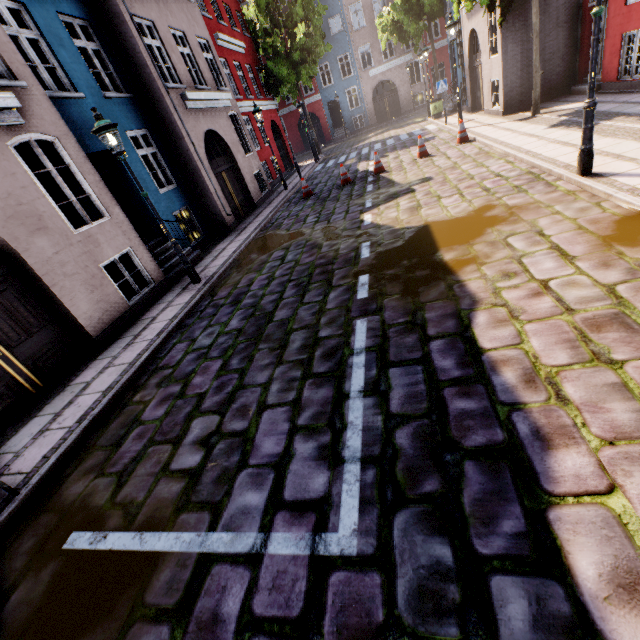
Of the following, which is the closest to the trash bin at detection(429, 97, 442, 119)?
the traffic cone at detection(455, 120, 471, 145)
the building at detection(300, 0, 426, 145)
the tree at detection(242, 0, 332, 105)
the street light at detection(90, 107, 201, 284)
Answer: the building at detection(300, 0, 426, 145)

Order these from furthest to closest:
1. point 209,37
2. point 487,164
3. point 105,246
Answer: point 209,37 < point 487,164 < point 105,246

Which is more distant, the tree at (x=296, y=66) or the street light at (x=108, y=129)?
the tree at (x=296, y=66)

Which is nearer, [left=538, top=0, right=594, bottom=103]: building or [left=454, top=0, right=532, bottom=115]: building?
[left=538, top=0, right=594, bottom=103]: building

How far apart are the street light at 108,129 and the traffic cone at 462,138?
10.3m

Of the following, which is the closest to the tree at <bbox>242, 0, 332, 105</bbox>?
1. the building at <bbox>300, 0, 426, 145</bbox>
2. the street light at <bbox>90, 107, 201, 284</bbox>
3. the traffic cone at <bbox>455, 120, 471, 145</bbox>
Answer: the building at <bbox>300, 0, 426, 145</bbox>

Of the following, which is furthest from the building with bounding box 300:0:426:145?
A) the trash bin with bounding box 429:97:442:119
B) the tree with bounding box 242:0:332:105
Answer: the tree with bounding box 242:0:332:105
